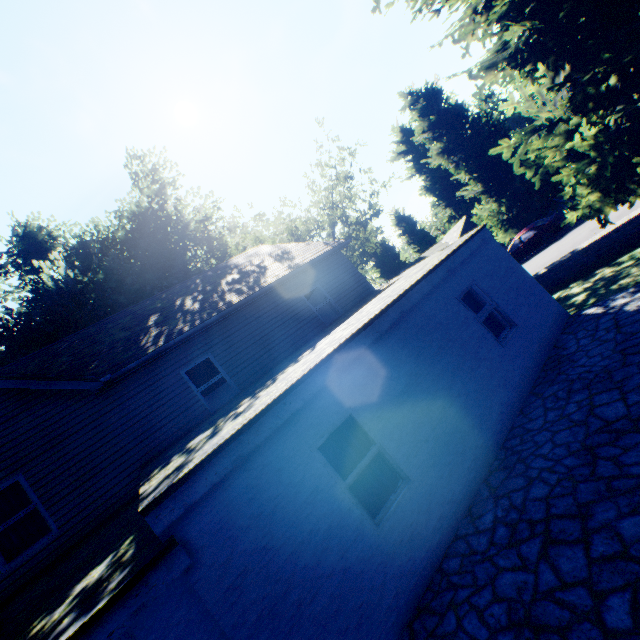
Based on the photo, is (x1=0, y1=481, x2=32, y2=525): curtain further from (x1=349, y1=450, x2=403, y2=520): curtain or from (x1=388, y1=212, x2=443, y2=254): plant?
(x1=388, y1=212, x2=443, y2=254): plant

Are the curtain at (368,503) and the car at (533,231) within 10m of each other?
no

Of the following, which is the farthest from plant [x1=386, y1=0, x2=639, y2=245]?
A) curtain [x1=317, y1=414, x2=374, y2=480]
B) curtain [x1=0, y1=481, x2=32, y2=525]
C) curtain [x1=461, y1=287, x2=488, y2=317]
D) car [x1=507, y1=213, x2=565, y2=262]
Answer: curtain [x1=0, y1=481, x2=32, y2=525]

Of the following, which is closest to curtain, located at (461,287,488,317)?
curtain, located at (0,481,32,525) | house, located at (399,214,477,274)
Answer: curtain, located at (0,481,32,525)

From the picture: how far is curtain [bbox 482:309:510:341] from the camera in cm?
795

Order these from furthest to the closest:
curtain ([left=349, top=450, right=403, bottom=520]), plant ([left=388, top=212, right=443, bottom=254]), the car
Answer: plant ([left=388, top=212, right=443, bottom=254]), the car, curtain ([left=349, top=450, right=403, bottom=520])

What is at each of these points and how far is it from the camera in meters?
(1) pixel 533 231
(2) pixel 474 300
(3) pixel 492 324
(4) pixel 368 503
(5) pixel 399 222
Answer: (1) car, 20.9
(2) curtain, 8.3
(3) curtain, 8.1
(4) curtain, 5.1
(5) plant, 59.2

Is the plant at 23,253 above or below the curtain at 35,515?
above
